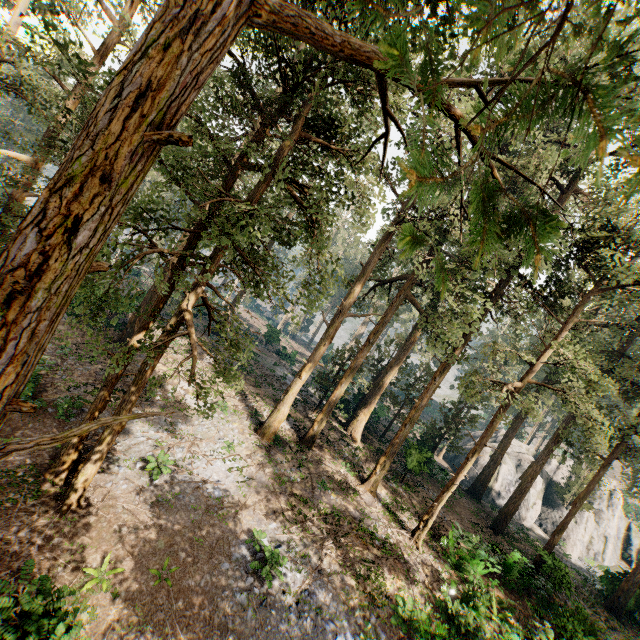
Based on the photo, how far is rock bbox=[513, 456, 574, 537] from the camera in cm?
3475

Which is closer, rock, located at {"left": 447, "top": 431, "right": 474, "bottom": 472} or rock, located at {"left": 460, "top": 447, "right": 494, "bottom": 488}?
rock, located at {"left": 460, "top": 447, "right": 494, "bottom": 488}

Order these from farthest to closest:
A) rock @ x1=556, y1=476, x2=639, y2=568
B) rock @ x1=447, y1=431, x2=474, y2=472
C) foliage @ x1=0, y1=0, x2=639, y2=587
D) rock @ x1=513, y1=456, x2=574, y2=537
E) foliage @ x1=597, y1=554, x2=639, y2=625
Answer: rock @ x1=447, y1=431, x2=474, y2=472 < rock @ x1=513, y1=456, x2=574, y2=537 < rock @ x1=556, y1=476, x2=639, y2=568 < foliage @ x1=597, y1=554, x2=639, y2=625 < foliage @ x1=0, y1=0, x2=639, y2=587

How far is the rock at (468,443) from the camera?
41.6m

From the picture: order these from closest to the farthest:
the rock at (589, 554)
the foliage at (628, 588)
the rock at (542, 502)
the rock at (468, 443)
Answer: the foliage at (628, 588) < the rock at (589, 554) < the rock at (542, 502) < the rock at (468, 443)

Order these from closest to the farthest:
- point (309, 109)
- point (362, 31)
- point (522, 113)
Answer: point (522, 113)
point (362, 31)
point (309, 109)

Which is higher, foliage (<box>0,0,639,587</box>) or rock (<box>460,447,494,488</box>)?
foliage (<box>0,0,639,587</box>)
